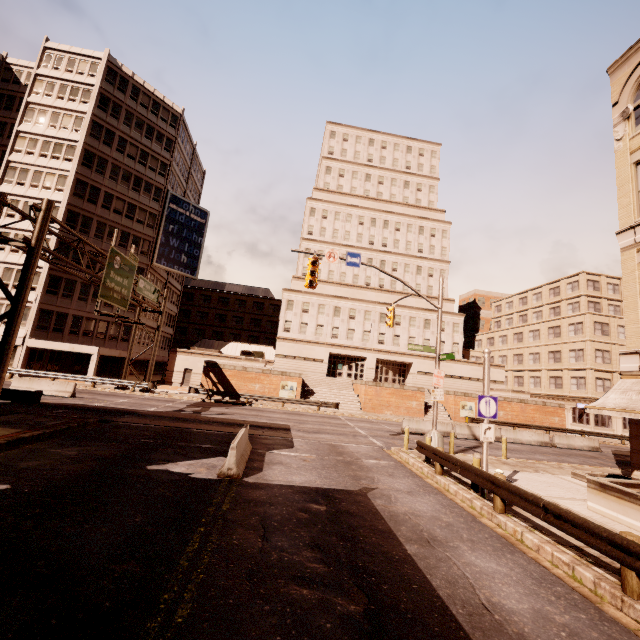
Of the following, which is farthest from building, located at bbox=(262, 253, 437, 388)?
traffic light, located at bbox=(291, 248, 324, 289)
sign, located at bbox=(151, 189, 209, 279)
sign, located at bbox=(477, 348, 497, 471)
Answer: sign, located at bbox=(477, 348, 497, 471)

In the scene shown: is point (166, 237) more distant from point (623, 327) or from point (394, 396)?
point (623, 327)

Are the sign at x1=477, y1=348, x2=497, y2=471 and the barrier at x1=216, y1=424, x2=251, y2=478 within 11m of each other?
yes

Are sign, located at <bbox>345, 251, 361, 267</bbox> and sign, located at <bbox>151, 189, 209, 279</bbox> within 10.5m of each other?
no

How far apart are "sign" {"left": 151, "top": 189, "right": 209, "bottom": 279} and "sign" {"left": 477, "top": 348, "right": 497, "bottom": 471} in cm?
4188

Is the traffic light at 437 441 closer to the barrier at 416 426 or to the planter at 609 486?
the planter at 609 486

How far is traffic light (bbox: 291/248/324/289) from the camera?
16.22m

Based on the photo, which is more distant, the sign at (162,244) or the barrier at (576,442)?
the sign at (162,244)
